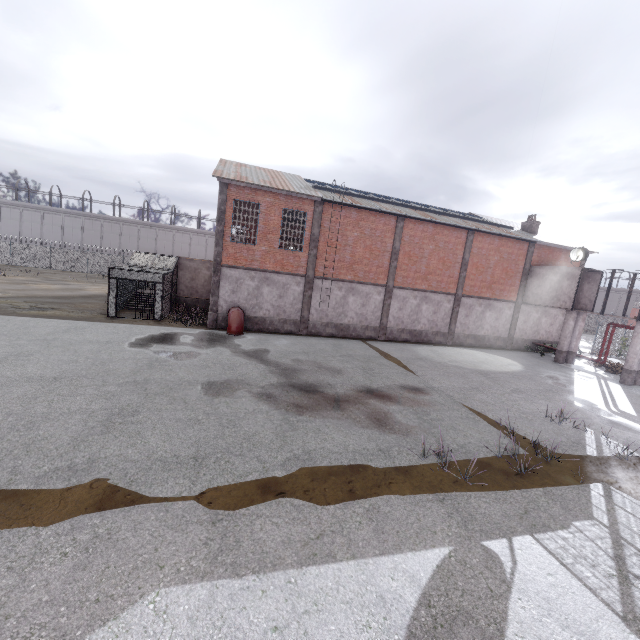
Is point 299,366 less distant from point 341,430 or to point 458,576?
point 341,430

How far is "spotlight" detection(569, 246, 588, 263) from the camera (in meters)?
22.28

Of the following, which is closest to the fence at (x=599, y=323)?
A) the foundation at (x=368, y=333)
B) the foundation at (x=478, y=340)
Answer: the foundation at (x=478, y=340)

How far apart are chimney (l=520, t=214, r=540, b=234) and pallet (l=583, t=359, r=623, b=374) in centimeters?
1175cm

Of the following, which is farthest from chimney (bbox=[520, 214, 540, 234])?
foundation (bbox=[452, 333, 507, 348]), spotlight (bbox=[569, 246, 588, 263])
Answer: foundation (bbox=[452, 333, 507, 348])

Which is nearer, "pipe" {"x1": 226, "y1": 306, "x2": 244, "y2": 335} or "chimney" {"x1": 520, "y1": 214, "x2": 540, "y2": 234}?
"pipe" {"x1": 226, "y1": 306, "x2": 244, "y2": 335}

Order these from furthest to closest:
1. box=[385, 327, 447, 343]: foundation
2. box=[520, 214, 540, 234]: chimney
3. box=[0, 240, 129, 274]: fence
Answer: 1. box=[0, 240, 129, 274]: fence
2. box=[520, 214, 540, 234]: chimney
3. box=[385, 327, 447, 343]: foundation

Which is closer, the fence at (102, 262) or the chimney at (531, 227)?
the chimney at (531, 227)
